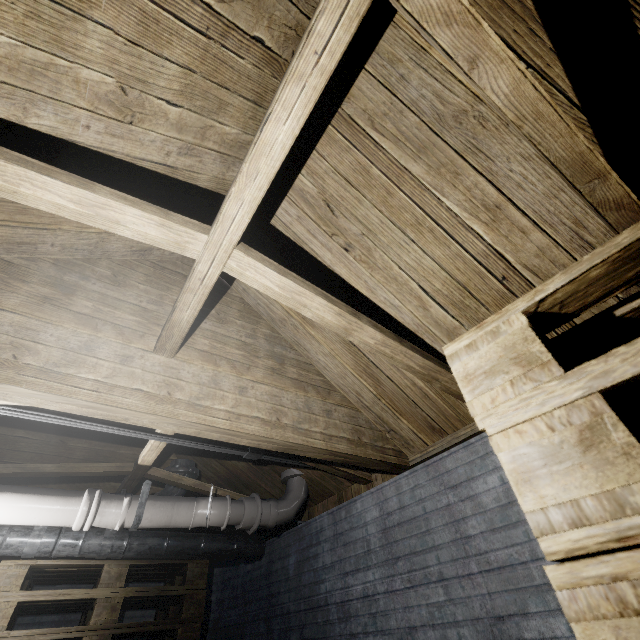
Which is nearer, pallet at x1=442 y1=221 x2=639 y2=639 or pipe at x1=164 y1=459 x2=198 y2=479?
pallet at x1=442 y1=221 x2=639 y2=639

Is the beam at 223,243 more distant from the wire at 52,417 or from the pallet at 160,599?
the pallet at 160,599

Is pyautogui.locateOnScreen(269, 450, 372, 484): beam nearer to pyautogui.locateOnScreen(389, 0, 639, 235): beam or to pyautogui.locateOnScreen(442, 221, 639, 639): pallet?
pyautogui.locateOnScreen(389, 0, 639, 235): beam

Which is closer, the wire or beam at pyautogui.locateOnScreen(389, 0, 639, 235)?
beam at pyautogui.locateOnScreen(389, 0, 639, 235)

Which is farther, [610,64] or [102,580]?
[102,580]

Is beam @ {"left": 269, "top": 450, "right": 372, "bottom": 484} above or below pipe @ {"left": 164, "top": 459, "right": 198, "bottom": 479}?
below

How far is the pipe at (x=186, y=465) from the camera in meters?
2.9 m

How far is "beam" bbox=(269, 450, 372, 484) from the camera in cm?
228
